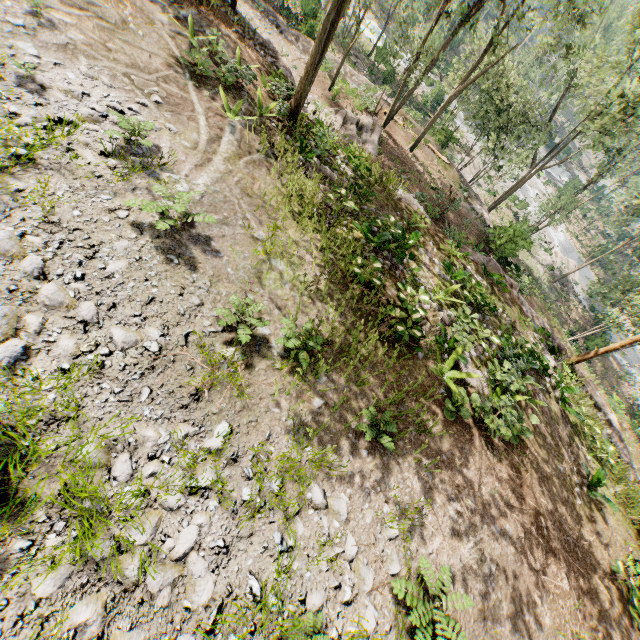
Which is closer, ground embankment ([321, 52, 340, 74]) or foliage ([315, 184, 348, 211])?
foliage ([315, 184, 348, 211])

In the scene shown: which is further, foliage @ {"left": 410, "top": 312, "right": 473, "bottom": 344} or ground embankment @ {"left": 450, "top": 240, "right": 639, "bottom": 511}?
ground embankment @ {"left": 450, "top": 240, "right": 639, "bottom": 511}

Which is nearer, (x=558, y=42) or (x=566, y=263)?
(x=558, y=42)

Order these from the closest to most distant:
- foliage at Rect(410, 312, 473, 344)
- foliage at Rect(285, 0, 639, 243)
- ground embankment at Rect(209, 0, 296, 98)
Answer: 1. foliage at Rect(410, 312, 473, 344)
2. ground embankment at Rect(209, 0, 296, 98)
3. foliage at Rect(285, 0, 639, 243)

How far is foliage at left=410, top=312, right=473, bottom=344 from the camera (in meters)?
9.27

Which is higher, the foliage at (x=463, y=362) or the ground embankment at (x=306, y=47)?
the foliage at (x=463, y=362)

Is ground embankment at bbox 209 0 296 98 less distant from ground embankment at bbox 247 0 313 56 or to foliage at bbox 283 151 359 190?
foliage at bbox 283 151 359 190

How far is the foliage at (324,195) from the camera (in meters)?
10.62
